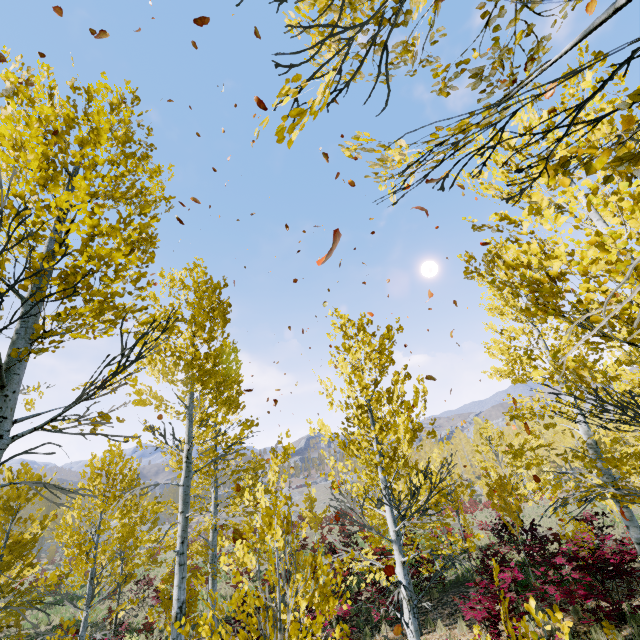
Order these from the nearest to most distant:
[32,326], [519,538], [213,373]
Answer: [32,326] < [213,373] < [519,538]

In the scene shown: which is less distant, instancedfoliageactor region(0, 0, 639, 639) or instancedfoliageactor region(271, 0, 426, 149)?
instancedfoliageactor region(271, 0, 426, 149)

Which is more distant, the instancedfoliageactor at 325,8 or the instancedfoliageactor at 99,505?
the instancedfoliageactor at 99,505
